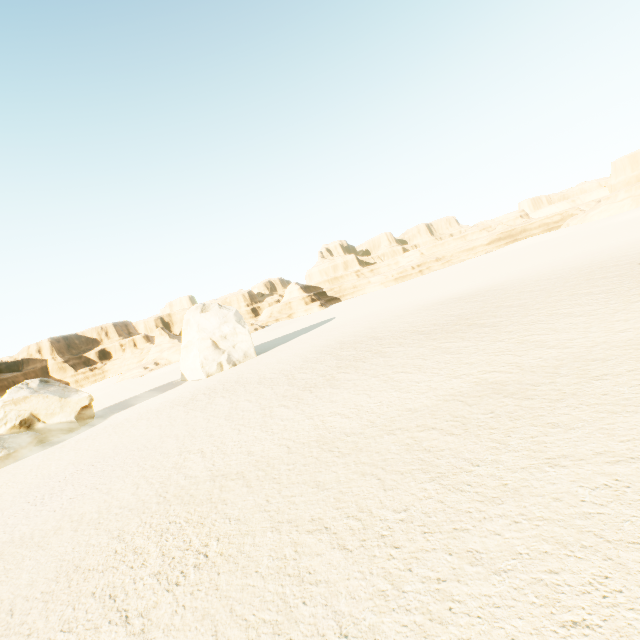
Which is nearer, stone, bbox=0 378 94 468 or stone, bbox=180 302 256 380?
stone, bbox=0 378 94 468

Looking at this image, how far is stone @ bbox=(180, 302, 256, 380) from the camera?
31.0m

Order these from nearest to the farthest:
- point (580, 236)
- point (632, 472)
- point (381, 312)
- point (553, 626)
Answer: point (553, 626), point (632, 472), point (381, 312), point (580, 236)

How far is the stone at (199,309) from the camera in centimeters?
3097cm

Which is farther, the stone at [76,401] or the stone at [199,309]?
the stone at [199,309]
